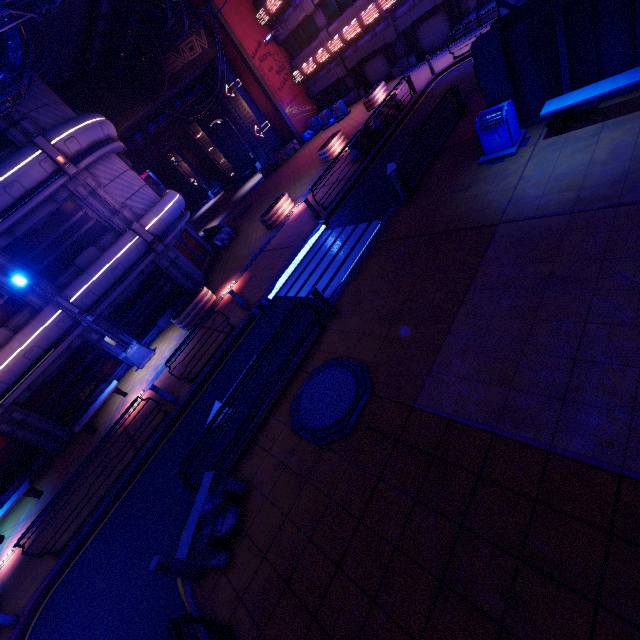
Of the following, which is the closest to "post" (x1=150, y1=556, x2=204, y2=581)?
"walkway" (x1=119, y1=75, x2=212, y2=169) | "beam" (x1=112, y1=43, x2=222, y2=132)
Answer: "beam" (x1=112, y1=43, x2=222, y2=132)

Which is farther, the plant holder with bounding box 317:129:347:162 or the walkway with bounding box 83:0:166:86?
the plant holder with bounding box 317:129:347:162

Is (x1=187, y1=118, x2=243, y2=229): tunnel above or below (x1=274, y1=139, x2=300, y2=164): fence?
above

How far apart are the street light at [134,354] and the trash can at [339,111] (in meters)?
23.03

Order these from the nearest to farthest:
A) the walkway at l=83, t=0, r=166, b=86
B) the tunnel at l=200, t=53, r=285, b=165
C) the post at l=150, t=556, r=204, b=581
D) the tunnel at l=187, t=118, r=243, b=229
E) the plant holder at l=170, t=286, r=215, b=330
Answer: the post at l=150, t=556, r=204, b=581 < the plant holder at l=170, t=286, r=215, b=330 < the walkway at l=83, t=0, r=166, b=86 < the tunnel at l=200, t=53, r=285, b=165 < the tunnel at l=187, t=118, r=243, b=229

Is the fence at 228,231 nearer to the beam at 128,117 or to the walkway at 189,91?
the walkway at 189,91

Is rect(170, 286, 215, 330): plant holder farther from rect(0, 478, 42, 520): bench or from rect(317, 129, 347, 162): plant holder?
rect(317, 129, 347, 162): plant holder

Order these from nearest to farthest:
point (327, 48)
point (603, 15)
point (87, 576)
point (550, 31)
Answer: point (603, 15) < point (550, 31) < point (87, 576) < point (327, 48)
